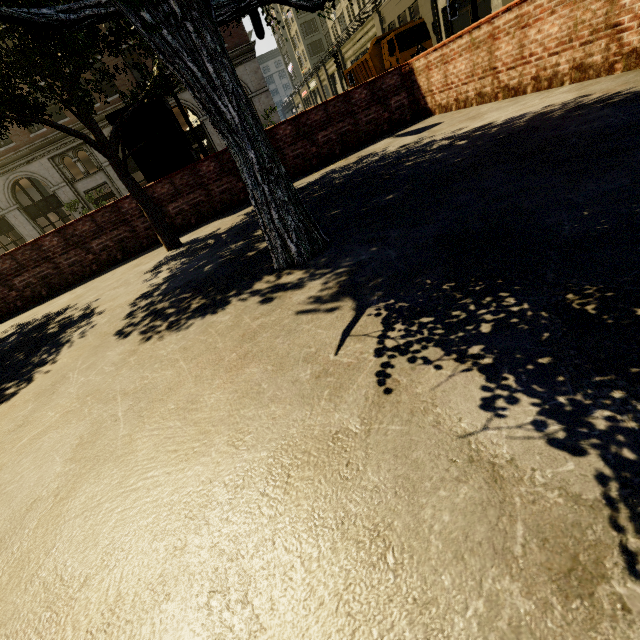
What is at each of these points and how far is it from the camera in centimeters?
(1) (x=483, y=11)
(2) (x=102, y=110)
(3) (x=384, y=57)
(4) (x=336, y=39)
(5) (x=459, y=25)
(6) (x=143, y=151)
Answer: (1) building, 2100cm
(2) building, 2220cm
(3) truck, 1939cm
(4) building, 4016cm
(5) building, 2319cm
(6) phone booth, 734cm

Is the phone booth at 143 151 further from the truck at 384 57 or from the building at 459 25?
the building at 459 25

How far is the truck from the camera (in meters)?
17.89

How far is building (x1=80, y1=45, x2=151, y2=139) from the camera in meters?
21.3 m

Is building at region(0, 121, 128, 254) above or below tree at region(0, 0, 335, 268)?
above

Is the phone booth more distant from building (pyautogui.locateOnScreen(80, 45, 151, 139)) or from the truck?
building (pyautogui.locateOnScreen(80, 45, 151, 139))

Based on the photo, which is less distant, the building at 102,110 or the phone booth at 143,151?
the phone booth at 143,151

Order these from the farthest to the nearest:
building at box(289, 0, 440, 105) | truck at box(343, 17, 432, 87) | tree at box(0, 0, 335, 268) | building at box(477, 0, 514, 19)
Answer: building at box(289, 0, 440, 105) < building at box(477, 0, 514, 19) < truck at box(343, 17, 432, 87) < tree at box(0, 0, 335, 268)
